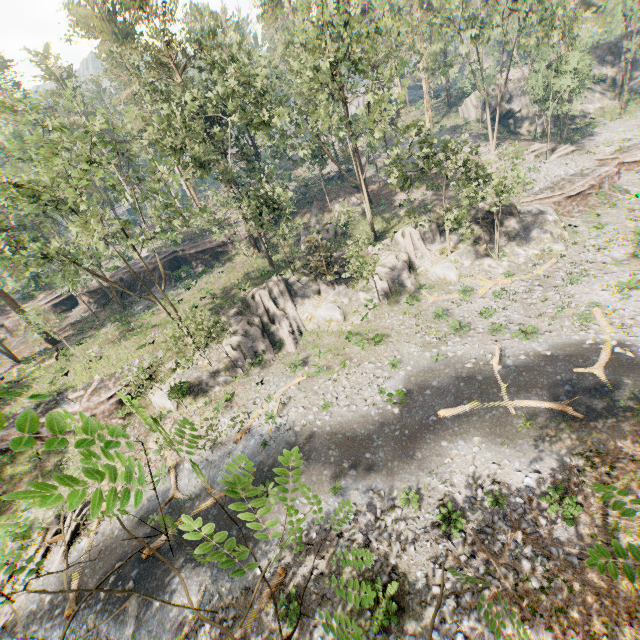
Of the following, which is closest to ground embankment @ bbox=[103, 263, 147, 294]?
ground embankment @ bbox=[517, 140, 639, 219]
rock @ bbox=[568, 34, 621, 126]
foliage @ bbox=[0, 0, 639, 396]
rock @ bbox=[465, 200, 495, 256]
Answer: foliage @ bbox=[0, 0, 639, 396]

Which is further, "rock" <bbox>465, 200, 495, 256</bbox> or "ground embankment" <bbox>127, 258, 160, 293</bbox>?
"ground embankment" <bbox>127, 258, 160, 293</bbox>

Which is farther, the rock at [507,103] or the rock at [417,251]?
the rock at [507,103]

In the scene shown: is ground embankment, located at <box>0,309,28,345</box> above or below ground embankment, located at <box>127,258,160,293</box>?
below

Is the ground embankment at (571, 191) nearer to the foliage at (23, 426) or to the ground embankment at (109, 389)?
the foliage at (23, 426)

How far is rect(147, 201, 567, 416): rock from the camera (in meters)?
27.50

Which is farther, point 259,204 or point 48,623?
point 259,204

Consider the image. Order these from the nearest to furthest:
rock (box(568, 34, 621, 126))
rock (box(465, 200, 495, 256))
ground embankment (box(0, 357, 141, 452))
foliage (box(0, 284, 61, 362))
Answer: ground embankment (box(0, 357, 141, 452)) < foliage (box(0, 284, 61, 362)) < rock (box(465, 200, 495, 256)) < rock (box(568, 34, 621, 126))
